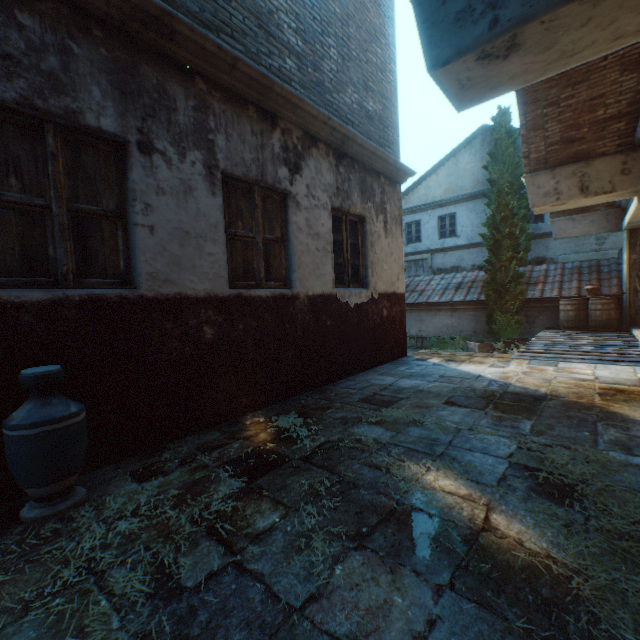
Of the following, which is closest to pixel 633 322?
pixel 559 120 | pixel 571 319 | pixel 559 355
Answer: pixel 571 319

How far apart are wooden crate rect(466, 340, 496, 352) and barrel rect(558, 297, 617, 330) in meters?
1.9 m

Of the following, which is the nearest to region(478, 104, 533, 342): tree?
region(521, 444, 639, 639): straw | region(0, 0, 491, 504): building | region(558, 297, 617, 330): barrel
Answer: region(0, 0, 491, 504): building

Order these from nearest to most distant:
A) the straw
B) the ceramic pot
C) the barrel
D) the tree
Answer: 1. the straw
2. the ceramic pot
3. the barrel
4. the tree

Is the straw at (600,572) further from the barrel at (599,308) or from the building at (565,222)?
the barrel at (599,308)

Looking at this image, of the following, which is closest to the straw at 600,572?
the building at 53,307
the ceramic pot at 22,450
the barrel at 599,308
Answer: the building at 53,307

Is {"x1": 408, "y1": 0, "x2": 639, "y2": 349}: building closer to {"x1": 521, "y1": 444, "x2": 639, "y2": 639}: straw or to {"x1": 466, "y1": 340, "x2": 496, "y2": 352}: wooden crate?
{"x1": 521, "y1": 444, "x2": 639, "y2": 639}: straw

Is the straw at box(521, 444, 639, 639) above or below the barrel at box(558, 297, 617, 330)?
below
